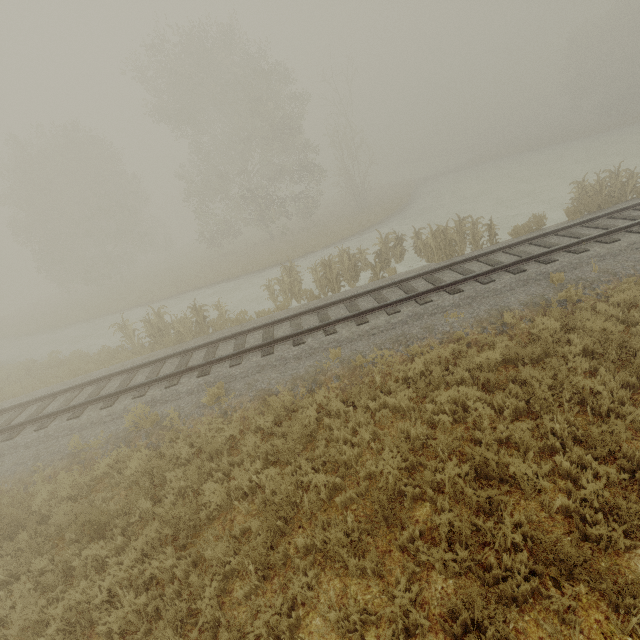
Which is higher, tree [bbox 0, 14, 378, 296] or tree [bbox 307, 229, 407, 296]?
tree [bbox 0, 14, 378, 296]

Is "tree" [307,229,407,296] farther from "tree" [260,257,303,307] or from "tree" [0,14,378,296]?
"tree" [0,14,378,296]

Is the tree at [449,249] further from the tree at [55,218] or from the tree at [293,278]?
the tree at [55,218]

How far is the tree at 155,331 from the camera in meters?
13.5

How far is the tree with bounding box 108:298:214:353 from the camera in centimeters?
1353cm

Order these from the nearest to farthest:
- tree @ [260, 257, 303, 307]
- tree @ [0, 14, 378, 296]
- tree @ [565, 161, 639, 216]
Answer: tree @ [565, 161, 639, 216], tree @ [260, 257, 303, 307], tree @ [0, 14, 378, 296]

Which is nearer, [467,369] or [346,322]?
[467,369]
